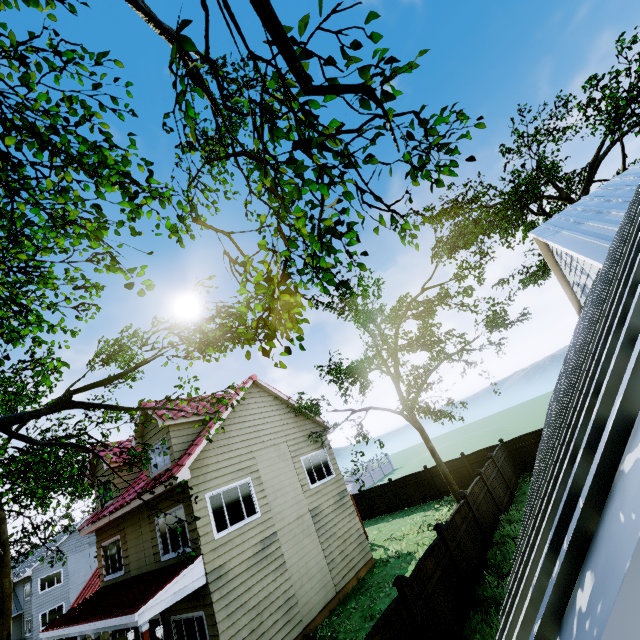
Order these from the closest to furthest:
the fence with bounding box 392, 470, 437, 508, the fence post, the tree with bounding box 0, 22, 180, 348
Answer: the tree with bounding box 0, 22, 180, 348, the fence post, the fence with bounding box 392, 470, 437, 508

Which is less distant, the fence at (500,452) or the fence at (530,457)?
the fence at (500,452)

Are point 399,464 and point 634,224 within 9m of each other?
no

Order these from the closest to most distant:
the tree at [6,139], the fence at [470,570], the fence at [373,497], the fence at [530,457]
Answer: the tree at [6,139] < the fence at [470,570] < the fence at [530,457] < the fence at [373,497]

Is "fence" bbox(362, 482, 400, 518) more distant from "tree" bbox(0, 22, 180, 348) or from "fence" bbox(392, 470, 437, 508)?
"tree" bbox(0, 22, 180, 348)

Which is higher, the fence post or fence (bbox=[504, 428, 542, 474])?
the fence post

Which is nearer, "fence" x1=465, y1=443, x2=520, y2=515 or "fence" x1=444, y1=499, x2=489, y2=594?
"fence" x1=444, y1=499, x2=489, y2=594
